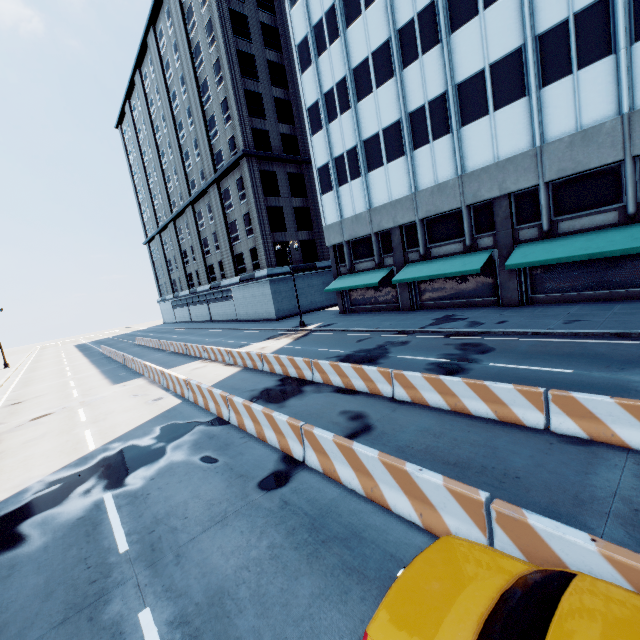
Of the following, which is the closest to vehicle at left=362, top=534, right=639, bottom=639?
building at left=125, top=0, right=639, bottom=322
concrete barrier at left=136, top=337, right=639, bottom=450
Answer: concrete barrier at left=136, top=337, right=639, bottom=450

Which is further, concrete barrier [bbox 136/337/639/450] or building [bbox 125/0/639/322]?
building [bbox 125/0/639/322]

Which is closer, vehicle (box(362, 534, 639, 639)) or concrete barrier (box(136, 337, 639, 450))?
vehicle (box(362, 534, 639, 639))

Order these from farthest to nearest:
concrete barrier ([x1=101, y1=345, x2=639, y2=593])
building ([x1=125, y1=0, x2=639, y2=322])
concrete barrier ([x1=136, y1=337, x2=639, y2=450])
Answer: building ([x1=125, y1=0, x2=639, y2=322]) < concrete barrier ([x1=136, y1=337, x2=639, y2=450]) < concrete barrier ([x1=101, y1=345, x2=639, y2=593])

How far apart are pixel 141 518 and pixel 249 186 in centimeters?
3563cm

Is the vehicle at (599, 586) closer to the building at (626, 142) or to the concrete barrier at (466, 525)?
the concrete barrier at (466, 525)

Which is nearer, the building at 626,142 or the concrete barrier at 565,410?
the concrete barrier at 565,410
